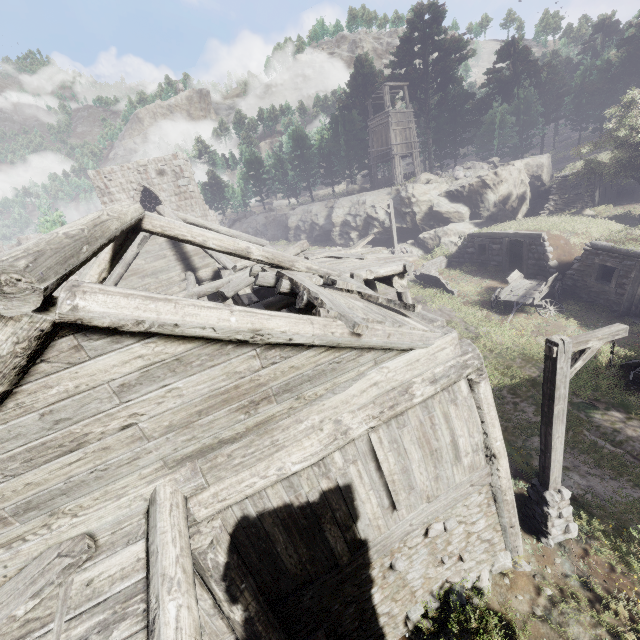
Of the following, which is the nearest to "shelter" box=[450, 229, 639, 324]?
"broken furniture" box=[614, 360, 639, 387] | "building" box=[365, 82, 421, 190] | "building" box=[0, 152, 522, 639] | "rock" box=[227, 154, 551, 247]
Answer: "broken furniture" box=[614, 360, 639, 387]

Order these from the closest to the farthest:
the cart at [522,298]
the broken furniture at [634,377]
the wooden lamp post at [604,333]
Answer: the wooden lamp post at [604,333], the broken furniture at [634,377], the cart at [522,298]

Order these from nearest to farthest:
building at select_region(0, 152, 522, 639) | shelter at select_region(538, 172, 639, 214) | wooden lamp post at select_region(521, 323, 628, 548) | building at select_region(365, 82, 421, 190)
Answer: building at select_region(0, 152, 522, 639) < wooden lamp post at select_region(521, 323, 628, 548) < shelter at select_region(538, 172, 639, 214) < building at select_region(365, 82, 421, 190)

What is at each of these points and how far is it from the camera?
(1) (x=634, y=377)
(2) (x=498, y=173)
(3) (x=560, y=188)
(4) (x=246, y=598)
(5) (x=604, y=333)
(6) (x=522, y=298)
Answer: (1) broken furniture, 10.4 meters
(2) rock, 23.5 meters
(3) shelter, 25.0 meters
(4) building, 4.4 meters
(5) wooden lamp post, 5.8 meters
(6) cart, 15.3 meters

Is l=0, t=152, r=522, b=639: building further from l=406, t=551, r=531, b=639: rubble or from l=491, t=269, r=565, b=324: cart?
l=491, t=269, r=565, b=324: cart

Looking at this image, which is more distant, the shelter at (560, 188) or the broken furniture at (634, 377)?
the shelter at (560, 188)

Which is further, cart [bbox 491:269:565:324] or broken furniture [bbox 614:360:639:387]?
cart [bbox 491:269:565:324]

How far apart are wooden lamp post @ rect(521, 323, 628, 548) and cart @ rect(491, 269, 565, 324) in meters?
8.9 m
